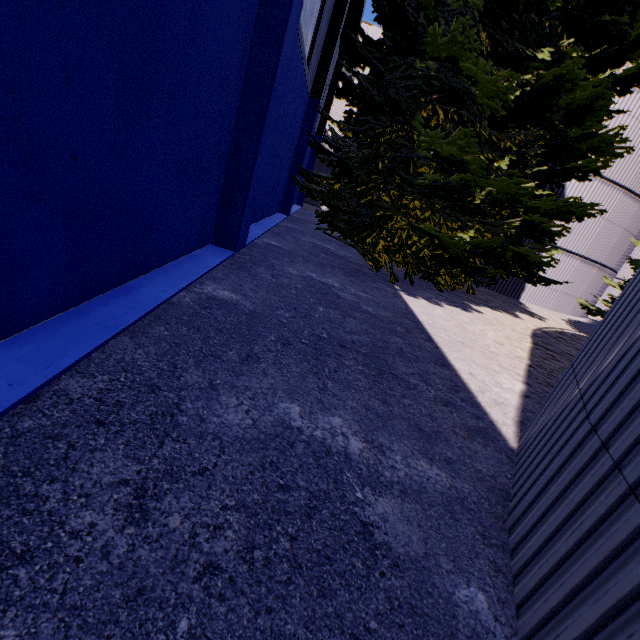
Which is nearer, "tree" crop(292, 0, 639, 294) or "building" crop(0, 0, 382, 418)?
"building" crop(0, 0, 382, 418)

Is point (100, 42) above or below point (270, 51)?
below

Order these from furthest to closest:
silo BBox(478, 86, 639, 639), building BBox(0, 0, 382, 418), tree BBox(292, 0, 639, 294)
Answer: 1. tree BBox(292, 0, 639, 294)
2. building BBox(0, 0, 382, 418)
3. silo BBox(478, 86, 639, 639)

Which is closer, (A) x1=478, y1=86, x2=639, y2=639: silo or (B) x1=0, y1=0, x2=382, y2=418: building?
(A) x1=478, y1=86, x2=639, y2=639: silo

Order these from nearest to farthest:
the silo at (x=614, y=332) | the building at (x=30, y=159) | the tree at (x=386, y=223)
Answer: the silo at (x=614, y=332), the building at (x=30, y=159), the tree at (x=386, y=223)

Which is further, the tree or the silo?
the tree

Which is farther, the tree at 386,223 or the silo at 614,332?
the tree at 386,223
